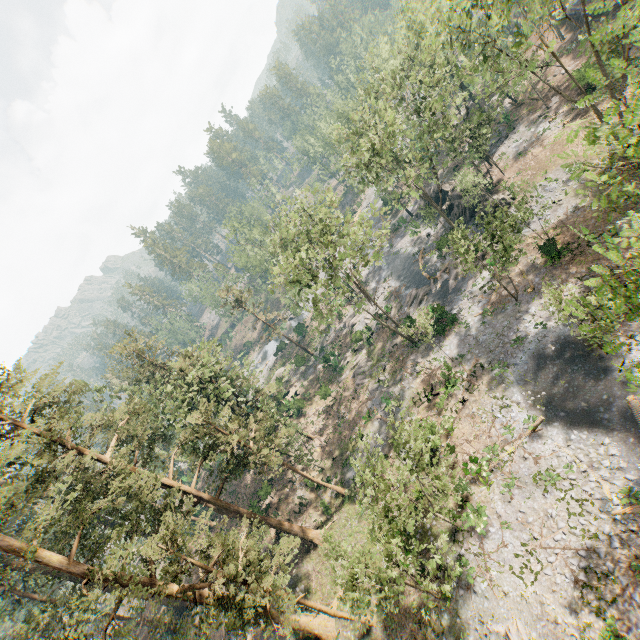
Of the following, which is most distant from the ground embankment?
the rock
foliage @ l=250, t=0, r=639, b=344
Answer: the rock

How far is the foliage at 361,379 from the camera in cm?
3909

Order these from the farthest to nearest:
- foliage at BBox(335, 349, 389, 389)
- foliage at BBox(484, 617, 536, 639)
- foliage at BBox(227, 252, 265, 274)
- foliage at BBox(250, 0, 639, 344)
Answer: foliage at BBox(227, 252, 265, 274) → foliage at BBox(335, 349, 389, 389) → foliage at BBox(484, 617, 536, 639) → foliage at BBox(250, 0, 639, 344)

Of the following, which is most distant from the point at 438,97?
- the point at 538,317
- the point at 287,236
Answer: the point at 287,236

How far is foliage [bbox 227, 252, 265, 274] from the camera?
56.2 meters

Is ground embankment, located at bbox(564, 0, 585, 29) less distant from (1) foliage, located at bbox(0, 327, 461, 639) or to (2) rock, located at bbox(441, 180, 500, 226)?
(1) foliage, located at bbox(0, 327, 461, 639)

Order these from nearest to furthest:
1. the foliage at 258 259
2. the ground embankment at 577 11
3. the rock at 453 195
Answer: the rock at 453 195
the ground embankment at 577 11
the foliage at 258 259
